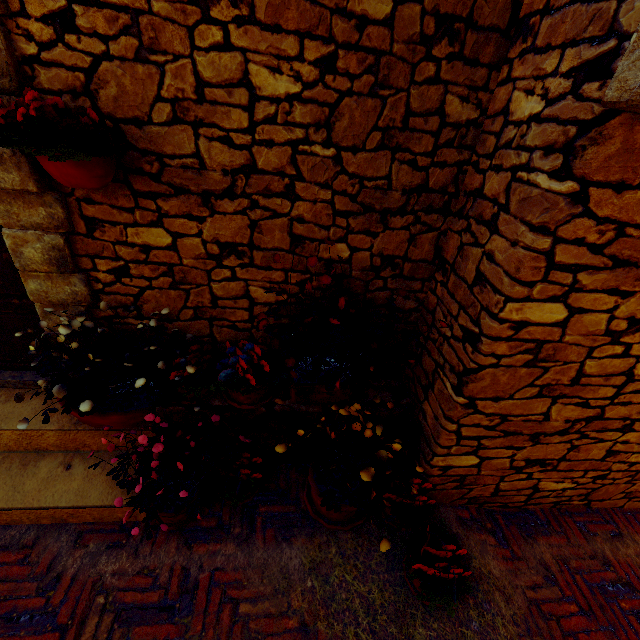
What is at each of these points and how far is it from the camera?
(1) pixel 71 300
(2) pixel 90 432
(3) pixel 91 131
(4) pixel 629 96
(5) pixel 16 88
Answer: (1) stone doorway, 2.16m
(2) stair, 2.37m
(3) flower pot, 1.43m
(4) stone doorway, 1.08m
(5) stone doorway, 1.54m

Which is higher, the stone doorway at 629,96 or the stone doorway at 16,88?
the stone doorway at 629,96

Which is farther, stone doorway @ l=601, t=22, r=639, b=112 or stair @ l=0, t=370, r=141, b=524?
stair @ l=0, t=370, r=141, b=524

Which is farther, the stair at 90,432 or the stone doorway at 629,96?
the stair at 90,432

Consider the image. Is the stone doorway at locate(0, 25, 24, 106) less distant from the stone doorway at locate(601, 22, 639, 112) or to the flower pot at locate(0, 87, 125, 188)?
the flower pot at locate(0, 87, 125, 188)

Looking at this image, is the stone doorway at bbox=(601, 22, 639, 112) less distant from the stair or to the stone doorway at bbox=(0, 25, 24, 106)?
the stone doorway at bbox=(0, 25, 24, 106)

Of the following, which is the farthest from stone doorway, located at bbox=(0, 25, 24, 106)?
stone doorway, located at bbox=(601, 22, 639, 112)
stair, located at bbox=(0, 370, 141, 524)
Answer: stone doorway, located at bbox=(601, 22, 639, 112)
